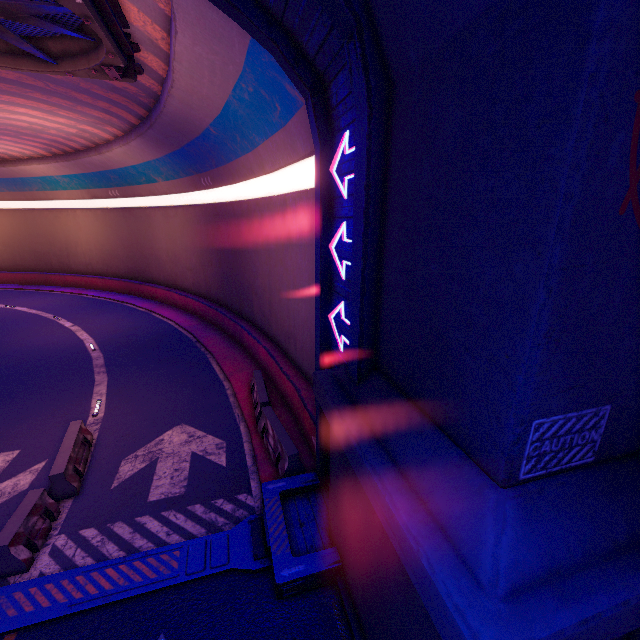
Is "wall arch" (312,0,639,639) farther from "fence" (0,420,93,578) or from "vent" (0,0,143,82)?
"fence" (0,420,93,578)

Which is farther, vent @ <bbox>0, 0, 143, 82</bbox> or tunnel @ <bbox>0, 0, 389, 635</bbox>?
vent @ <bbox>0, 0, 143, 82</bbox>

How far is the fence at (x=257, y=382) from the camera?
8.5m

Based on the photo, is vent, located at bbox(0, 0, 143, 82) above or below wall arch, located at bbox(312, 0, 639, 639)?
above

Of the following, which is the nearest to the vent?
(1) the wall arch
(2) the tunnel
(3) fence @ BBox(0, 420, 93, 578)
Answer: (2) the tunnel

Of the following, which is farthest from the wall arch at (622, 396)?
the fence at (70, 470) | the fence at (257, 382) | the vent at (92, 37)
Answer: the fence at (70, 470)

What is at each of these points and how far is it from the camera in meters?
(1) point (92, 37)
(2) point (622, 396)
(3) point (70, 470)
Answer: →
(1) vent, 8.3
(2) wall arch, 2.9
(3) fence, 8.5

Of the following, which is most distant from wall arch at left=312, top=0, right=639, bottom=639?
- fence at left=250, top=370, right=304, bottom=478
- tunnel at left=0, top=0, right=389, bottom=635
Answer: fence at left=250, top=370, right=304, bottom=478
